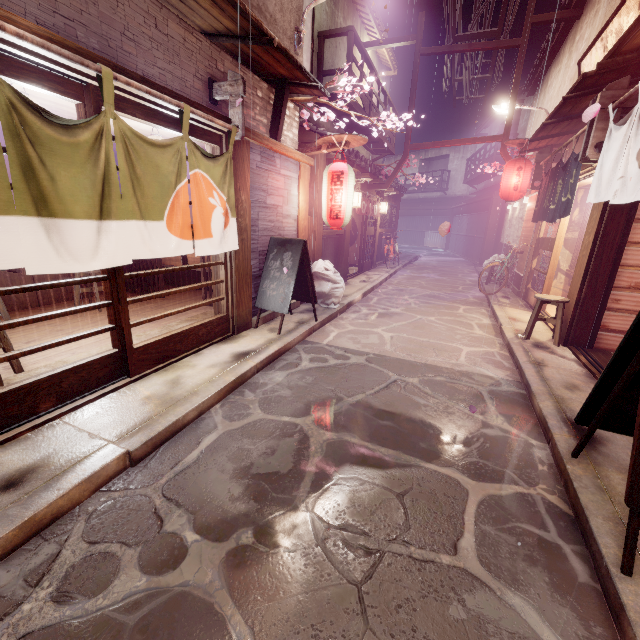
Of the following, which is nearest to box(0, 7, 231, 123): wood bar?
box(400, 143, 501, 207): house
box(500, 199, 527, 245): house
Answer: box(500, 199, 527, 245): house

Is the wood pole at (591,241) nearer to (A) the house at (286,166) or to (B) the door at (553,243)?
(B) the door at (553,243)

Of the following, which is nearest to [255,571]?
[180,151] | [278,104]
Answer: [180,151]

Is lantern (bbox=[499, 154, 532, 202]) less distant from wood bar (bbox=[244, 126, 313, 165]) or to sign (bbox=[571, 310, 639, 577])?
wood bar (bbox=[244, 126, 313, 165])

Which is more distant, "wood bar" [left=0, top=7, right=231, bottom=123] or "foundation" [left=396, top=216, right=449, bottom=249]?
"foundation" [left=396, top=216, right=449, bottom=249]

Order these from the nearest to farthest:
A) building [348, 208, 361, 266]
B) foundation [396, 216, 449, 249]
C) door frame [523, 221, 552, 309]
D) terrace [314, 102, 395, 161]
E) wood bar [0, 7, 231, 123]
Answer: wood bar [0, 7, 231, 123] → door frame [523, 221, 552, 309] → terrace [314, 102, 395, 161] → building [348, 208, 361, 266] → foundation [396, 216, 449, 249]

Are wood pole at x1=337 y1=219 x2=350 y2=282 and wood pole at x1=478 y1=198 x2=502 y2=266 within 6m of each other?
no

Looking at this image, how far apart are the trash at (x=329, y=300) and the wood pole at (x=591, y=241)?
7.31m
